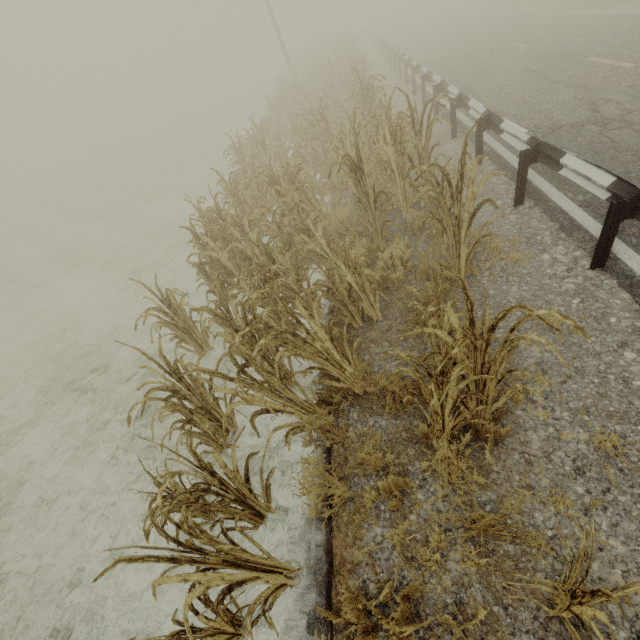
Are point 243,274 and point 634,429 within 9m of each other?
yes

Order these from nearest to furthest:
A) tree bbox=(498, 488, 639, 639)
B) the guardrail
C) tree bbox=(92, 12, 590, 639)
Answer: tree bbox=(498, 488, 639, 639), tree bbox=(92, 12, 590, 639), the guardrail

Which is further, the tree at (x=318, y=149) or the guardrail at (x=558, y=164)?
the guardrail at (x=558, y=164)

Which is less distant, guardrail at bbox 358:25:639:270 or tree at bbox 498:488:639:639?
tree at bbox 498:488:639:639

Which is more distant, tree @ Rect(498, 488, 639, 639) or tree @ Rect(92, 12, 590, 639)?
tree @ Rect(92, 12, 590, 639)
